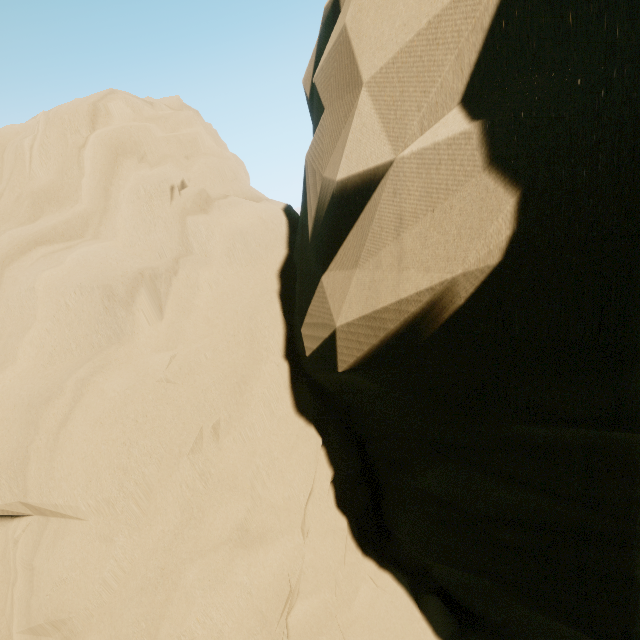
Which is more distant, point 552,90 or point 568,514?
point 568,514
